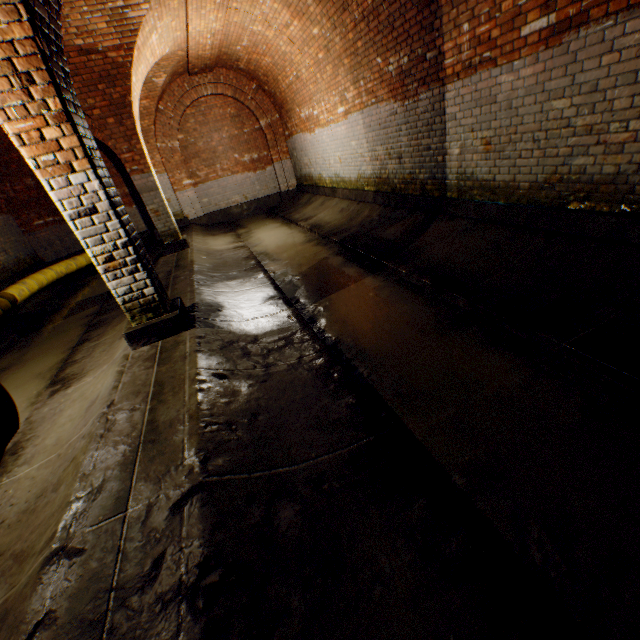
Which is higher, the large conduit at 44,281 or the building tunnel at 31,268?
the building tunnel at 31,268

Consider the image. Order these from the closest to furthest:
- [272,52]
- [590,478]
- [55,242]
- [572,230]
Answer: [590,478] < [572,230] < [272,52] < [55,242]

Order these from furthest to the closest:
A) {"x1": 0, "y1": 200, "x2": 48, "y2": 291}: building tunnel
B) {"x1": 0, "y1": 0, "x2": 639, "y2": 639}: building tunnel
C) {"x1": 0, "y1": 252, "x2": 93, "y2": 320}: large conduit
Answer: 1. {"x1": 0, "y1": 200, "x2": 48, "y2": 291}: building tunnel
2. {"x1": 0, "y1": 252, "x2": 93, "y2": 320}: large conduit
3. {"x1": 0, "y1": 0, "x2": 639, "y2": 639}: building tunnel

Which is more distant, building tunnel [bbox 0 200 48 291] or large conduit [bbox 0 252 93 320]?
building tunnel [bbox 0 200 48 291]

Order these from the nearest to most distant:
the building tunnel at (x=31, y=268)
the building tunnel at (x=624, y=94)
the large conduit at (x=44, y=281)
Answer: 1. the building tunnel at (x=624, y=94)
2. the large conduit at (x=44, y=281)
3. the building tunnel at (x=31, y=268)

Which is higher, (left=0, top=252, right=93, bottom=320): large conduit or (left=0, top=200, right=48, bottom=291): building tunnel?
(left=0, top=200, right=48, bottom=291): building tunnel

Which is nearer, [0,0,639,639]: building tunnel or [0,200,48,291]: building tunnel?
[0,0,639,639]: building tunnel
